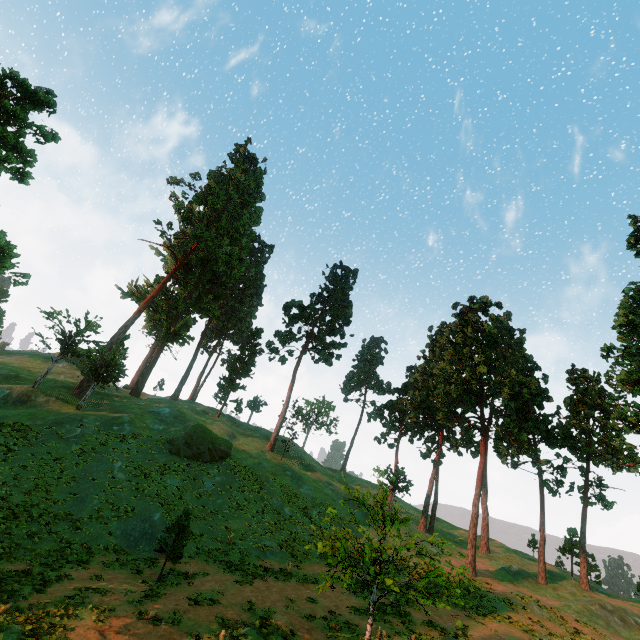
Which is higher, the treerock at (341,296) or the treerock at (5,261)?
the treerock at (341,296)

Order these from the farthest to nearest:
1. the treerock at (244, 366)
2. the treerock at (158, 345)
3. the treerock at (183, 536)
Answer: the treerock at (244, 366) < the treerock at (158, 345) < the treerock at (183, 536)

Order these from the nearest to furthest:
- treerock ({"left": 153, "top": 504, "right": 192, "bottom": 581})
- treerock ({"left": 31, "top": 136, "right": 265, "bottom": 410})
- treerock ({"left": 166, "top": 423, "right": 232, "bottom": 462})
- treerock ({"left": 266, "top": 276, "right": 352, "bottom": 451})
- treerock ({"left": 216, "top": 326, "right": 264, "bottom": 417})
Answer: treerock ({"left": 153, "top": 504, "right": 192, "bottom": 581}) < treerock ({"left": 166, "top": 423, "right": 232, "bottom": 462}) < treerock ({"left": 31, "top": 136, "right": 265, "bottom": 410}) < treerock ({"left": 266, "top": 276, "right": 352, "bottom": 451}) < treerock ({"left": 216, "top": 326, "right": 264, "bottom": 417})

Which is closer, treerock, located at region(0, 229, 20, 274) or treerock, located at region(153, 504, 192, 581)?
treerock, located at region(0, 229, 20, 274)

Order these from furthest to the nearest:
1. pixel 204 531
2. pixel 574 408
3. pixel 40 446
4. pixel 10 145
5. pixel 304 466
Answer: pixel 304 466 → pixel 574 408 → pixel 40 446 → pixel 204 531 → pixel 10 145

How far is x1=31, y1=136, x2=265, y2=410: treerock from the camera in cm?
3809
